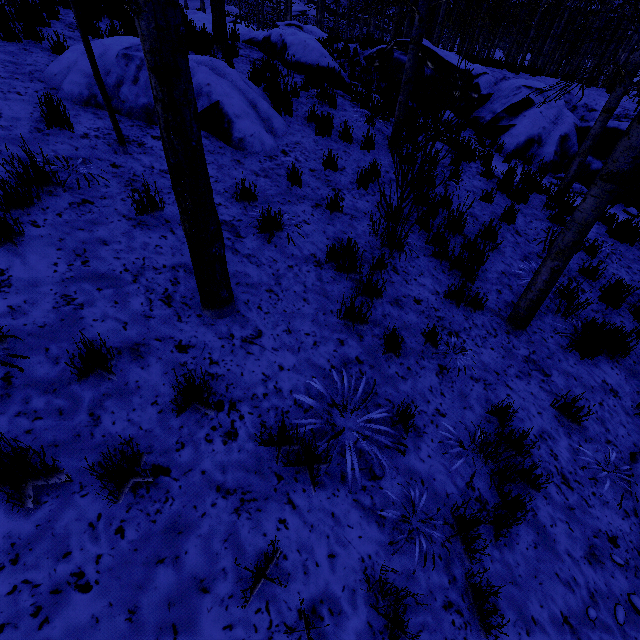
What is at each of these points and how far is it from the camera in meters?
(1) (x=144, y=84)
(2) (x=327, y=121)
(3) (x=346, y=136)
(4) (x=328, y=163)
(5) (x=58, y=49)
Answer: (1) rock, 5.1
(2) instancedfoliageactor, 6.5
(3) instancedfoliageactor, 6.6
(4) instancedfoliageactor, 5.8
(5) instancedfoliageactor, 5.7

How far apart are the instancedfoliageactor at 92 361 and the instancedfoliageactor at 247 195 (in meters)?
2.91

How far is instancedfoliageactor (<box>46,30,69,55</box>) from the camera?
5.6 meters

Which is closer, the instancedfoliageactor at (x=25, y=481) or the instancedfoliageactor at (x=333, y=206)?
the instancedfoliageactor at (x=25, y=481)

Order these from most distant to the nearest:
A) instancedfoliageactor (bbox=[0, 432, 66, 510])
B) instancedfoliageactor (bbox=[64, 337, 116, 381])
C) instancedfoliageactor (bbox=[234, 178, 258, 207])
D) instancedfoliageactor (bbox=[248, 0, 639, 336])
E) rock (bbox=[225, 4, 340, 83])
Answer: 1. rock (bbox=[225, 4, 340, 83])
2. instancedfoliageactor (bbox=[234, 178, 258, 207])
3. instancedfoliageactor (bbox=[248, 0, 639, 336])
4. instancedfoliageactor (bbox=[64, 337, 116, 381])
5. instancedfoliageactor (bbox=[0, 432, 66, 510])

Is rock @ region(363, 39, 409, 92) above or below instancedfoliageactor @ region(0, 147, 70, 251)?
above

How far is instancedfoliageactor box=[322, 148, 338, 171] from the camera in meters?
5.7 m

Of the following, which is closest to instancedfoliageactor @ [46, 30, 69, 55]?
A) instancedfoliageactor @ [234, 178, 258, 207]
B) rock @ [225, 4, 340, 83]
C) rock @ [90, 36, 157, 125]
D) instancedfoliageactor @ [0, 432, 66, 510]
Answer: rock @ [225, 4, 340, 83]
